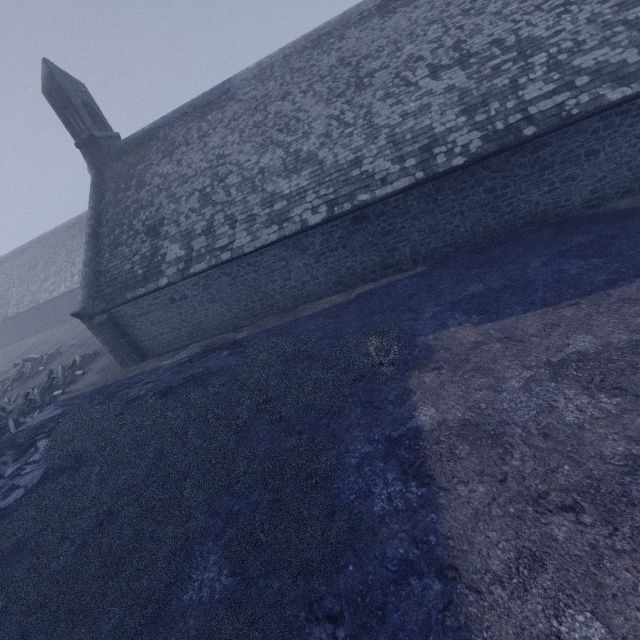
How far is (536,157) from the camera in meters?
9.7 m
